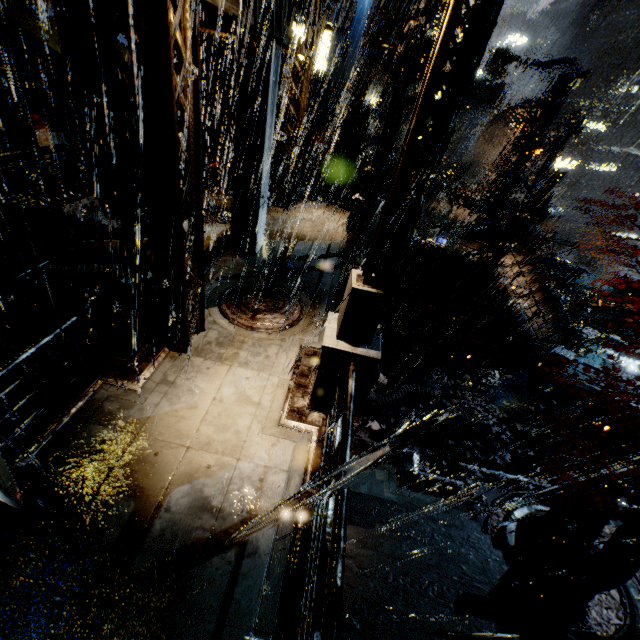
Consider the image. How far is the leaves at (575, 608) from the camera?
8.2m

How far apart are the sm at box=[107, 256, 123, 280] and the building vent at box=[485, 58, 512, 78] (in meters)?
71.18

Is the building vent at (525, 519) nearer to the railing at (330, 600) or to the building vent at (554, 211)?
the railing at (330, 600)

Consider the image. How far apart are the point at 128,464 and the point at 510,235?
18.5m

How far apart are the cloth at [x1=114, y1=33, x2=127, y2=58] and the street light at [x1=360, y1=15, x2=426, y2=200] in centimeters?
891cm

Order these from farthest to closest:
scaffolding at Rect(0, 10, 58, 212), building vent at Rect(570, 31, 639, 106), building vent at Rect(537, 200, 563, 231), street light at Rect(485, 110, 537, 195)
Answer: building vent at Rect(570, 31, 639, 106) < building vent at Rect(537, 200, 563, 231) < street light at Rect(485, 110, 537, 195) < scaffolding at Rect(0, 10, 58, 212)

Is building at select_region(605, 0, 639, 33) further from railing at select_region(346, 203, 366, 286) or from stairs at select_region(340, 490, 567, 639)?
railing at select_region(346, 203, 366, 286)

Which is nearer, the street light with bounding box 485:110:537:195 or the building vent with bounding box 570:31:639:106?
the street light with bounding box 485:110:537:195
